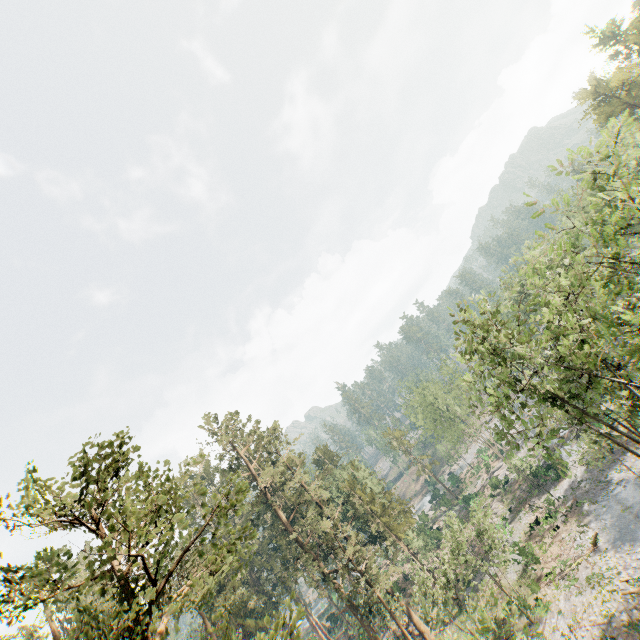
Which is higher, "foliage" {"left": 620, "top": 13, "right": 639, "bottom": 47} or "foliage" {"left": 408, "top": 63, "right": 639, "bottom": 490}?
"foliage" {"left": 620, "top": 13, "right": 639, "bottom": 47}

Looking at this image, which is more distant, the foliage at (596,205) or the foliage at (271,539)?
the foliage at (596,205)

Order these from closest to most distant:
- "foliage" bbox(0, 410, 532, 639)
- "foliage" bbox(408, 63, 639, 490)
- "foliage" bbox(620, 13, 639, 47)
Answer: "foliage" bbox(0, 410, 532, 639) < "foliage" bbox(408, 63, 639, 490) < "foliage" bbox(620, 13, 639, 47)

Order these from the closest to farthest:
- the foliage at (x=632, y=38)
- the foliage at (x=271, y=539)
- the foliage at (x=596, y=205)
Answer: the foliage at (x=271, y=539)
the foliage at (x=596, y=205)
the foliage at (x=632, y=38)

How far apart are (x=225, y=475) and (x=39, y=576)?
30.31m

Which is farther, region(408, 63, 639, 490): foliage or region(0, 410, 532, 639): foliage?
region(408, 63, 639, 490): foliage
